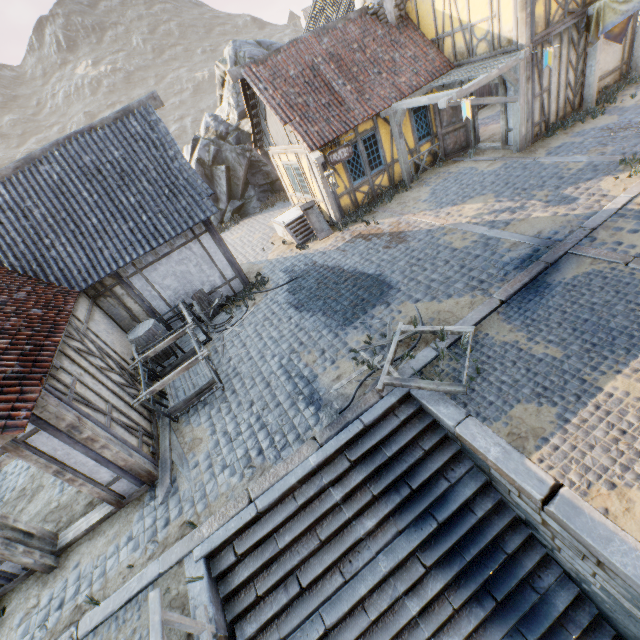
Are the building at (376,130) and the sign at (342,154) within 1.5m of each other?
yes

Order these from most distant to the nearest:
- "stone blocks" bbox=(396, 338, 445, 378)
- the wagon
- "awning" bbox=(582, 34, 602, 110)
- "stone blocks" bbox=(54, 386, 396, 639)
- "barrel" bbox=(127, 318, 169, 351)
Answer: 1. "awning" bbox=(582, 34, 602, 110)
2. "barrel" bbox=(127, 318, 169, 351)
3. the wagon
4. "stone blocks" bbox=(396, 338, 445, 378)
5. "stone blocks" bbox=(54, 386, 396, 639)

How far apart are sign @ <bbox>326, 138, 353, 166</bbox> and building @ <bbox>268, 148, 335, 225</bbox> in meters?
0.3 m

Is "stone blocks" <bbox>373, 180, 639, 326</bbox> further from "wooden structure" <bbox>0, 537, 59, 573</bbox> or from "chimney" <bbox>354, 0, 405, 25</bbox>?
"chimney" <bbox>354, 0, 405, 25</bbox>

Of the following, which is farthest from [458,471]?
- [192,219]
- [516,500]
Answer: [192,219]

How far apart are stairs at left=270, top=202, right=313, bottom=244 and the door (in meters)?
5.38

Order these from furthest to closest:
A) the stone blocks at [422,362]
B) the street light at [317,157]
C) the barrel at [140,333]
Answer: the street light at [317,157] < the barrel at [140,333] < the stone blocks at [422,362]

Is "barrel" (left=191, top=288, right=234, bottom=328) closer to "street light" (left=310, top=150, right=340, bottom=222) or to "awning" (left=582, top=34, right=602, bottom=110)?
"street light" (left=310, top=150, right=340, bottom=222)
